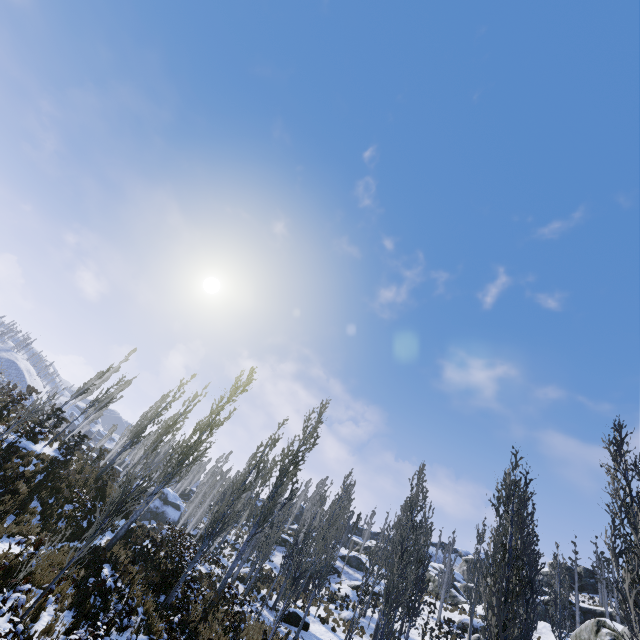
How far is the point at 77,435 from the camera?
22.50m

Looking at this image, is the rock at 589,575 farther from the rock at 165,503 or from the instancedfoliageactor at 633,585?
the rock at 165,503

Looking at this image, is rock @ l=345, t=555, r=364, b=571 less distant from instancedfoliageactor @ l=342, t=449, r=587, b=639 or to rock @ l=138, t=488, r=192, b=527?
instancedfoliageactor @ l=342, t=449, r=587, b=639

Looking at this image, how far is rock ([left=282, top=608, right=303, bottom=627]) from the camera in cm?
2034

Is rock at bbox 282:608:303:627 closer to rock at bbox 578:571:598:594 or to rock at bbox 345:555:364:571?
rock at bbox 345:555:364:571

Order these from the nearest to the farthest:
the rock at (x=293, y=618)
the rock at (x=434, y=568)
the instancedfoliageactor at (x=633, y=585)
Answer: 1. the instancedfoliageactor at (x=633, y=585)
2. the rock at (x=293, y=618)
3. the rock at (x=434, y=568)

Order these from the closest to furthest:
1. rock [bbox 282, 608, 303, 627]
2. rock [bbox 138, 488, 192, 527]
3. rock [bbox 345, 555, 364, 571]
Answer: rock [bbox 282, 608, 303, 627]
rock [bbox 345, 555, 364, 571]
rock [bbox 138, 488, 192, 527]

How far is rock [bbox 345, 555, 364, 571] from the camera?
39.7m
